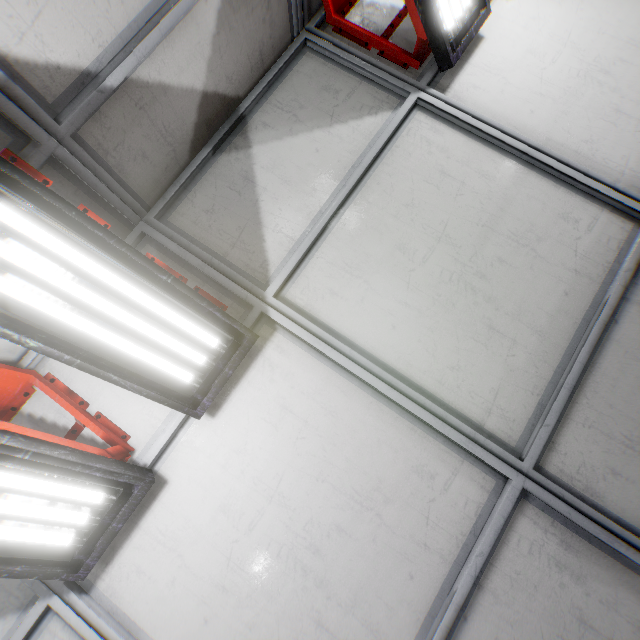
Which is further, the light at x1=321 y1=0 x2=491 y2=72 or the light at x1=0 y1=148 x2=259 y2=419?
the light at x1=321 y1=0 x2=491 y2=72

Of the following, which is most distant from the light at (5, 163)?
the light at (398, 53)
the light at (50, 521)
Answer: the light at (398, 53)

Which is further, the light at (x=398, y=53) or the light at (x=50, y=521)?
the light at (x=398, y=53)

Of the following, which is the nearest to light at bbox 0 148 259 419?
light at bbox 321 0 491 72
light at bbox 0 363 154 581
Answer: light at bbox 0 363 154 581

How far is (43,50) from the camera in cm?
136

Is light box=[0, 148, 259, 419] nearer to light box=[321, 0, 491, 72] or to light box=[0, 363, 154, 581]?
light box=[0, 363, 154, 581]

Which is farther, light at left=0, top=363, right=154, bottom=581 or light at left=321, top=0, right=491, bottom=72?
light at left=321, top=0, right=491, bottom=72
